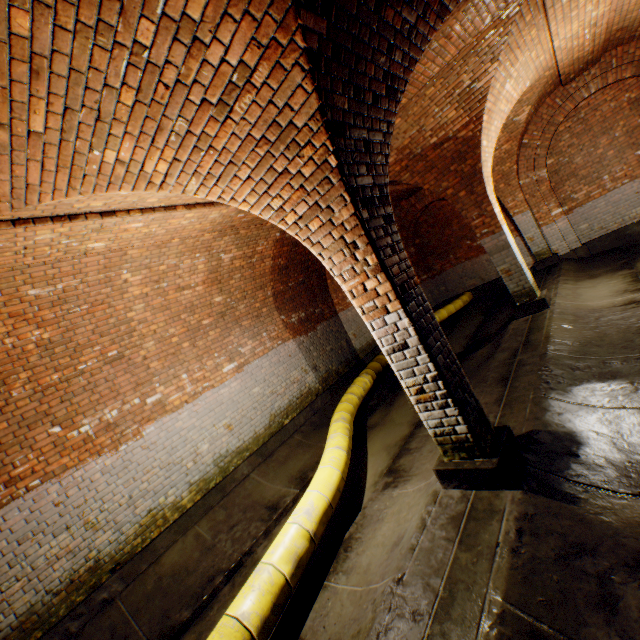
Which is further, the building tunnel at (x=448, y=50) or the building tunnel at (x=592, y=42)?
Result: the building tunnel at (x=592, y=42)

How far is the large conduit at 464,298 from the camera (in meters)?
11.24

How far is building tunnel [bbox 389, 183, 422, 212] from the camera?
9.69m

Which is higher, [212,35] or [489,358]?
[212,35]

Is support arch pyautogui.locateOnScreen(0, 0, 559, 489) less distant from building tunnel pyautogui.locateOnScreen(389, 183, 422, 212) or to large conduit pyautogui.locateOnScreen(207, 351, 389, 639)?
building tunnel pyautogui.locateOnScreen(389, 183, 422, 212)

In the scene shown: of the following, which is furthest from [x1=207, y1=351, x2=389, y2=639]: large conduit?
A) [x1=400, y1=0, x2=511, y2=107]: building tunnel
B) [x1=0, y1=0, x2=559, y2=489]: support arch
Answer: [x1=0, y1=0, x2=559, y2=489]: support arch

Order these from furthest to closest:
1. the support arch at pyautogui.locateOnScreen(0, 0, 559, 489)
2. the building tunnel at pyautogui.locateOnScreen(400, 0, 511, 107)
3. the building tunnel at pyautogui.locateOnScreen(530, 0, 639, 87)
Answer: the building tunnel at pyautogui.locateOnScreen(530, 0, 639, 87) → the building tunnel at pyautogui.locateOnScreen(400, 0, 511, 107) → the support arch at pyautogui.locateOnScreen(0, 0, 559, 489)

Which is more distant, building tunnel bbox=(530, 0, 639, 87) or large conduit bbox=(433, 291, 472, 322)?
large conduit bbox=(433, 291, 472, 322)
